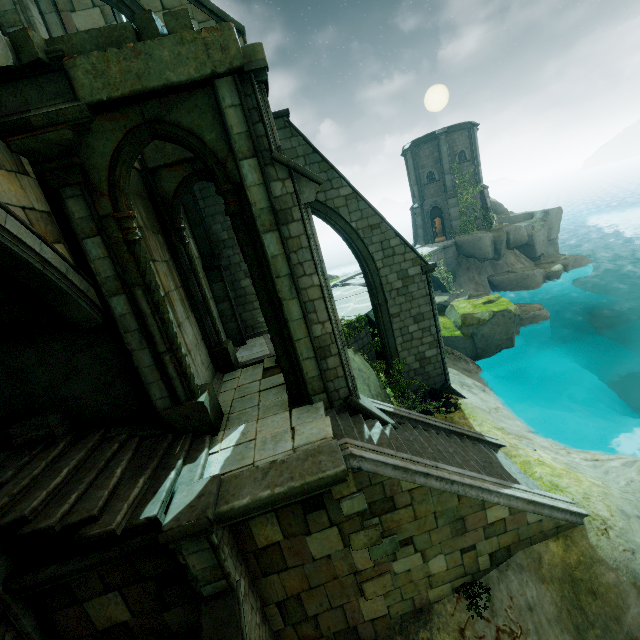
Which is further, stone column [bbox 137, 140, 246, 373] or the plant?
the plant

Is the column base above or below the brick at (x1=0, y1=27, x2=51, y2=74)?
below

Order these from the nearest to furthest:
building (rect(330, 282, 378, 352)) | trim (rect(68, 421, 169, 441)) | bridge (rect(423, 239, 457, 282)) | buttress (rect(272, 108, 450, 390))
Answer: trim (rect(68, 421, 169, 441)) → buttress (rect(272, 108, 450, 390)) → building (rect(330, 282, 378, 352)) → bridge (rect(423, 239, 457, 282))

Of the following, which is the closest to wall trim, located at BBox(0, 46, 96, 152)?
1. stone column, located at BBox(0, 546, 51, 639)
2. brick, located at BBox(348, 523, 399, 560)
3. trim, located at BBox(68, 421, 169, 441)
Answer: trim, located at BBox(68, 421, 169, 441)

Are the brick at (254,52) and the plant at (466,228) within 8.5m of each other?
no

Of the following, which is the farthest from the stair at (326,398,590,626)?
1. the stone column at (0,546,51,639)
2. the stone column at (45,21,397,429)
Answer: the stone column at (0,546,51,639)

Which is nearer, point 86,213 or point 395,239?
point 86,213

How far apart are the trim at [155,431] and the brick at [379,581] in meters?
5.0
